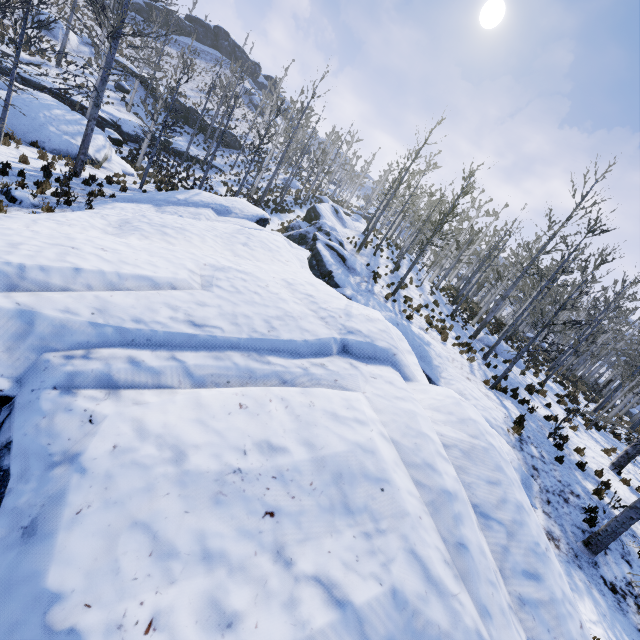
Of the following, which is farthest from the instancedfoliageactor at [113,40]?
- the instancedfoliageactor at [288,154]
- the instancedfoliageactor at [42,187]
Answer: the instancedfoliageactor at [288,154]

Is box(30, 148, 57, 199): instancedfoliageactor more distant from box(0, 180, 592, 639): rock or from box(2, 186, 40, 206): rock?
box(2, 186, 40, 206): rock

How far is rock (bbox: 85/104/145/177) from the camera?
18.31m

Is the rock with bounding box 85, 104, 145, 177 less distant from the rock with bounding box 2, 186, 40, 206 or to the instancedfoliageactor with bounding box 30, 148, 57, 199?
the instancedfoliageactor with bounding box 30, 148, 57, 199

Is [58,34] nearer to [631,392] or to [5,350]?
[5,350]

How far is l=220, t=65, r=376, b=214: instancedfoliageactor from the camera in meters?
24.6 m

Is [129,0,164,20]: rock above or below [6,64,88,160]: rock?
above

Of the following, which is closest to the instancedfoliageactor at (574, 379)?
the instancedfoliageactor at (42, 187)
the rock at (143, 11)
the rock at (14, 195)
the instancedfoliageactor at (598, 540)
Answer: the instancedfoliageactor at (598, 540)
